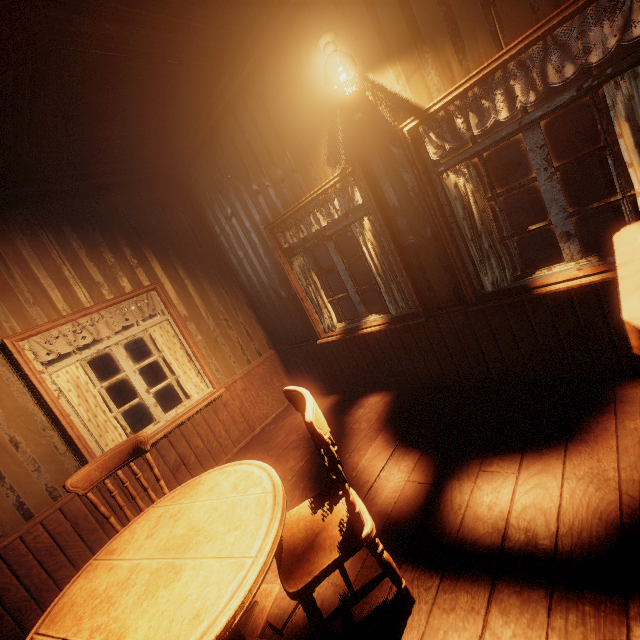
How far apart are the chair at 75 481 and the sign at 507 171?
6.09m

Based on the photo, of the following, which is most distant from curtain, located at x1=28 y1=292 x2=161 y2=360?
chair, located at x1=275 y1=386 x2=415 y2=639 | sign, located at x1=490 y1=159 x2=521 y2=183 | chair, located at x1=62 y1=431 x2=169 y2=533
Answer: sign, located at x1=490 y1=159 x2=521 y2=183

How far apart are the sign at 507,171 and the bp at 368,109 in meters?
3.6 m

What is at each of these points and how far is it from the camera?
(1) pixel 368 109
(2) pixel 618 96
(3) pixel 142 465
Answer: (1) bp, 2.71m
(2) curtain, 1.86m
(3) building, 3.57m

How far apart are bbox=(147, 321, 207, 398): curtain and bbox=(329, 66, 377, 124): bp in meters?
3.1 m

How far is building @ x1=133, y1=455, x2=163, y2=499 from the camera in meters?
3.6

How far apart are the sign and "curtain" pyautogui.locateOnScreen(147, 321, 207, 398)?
5.3 meters
